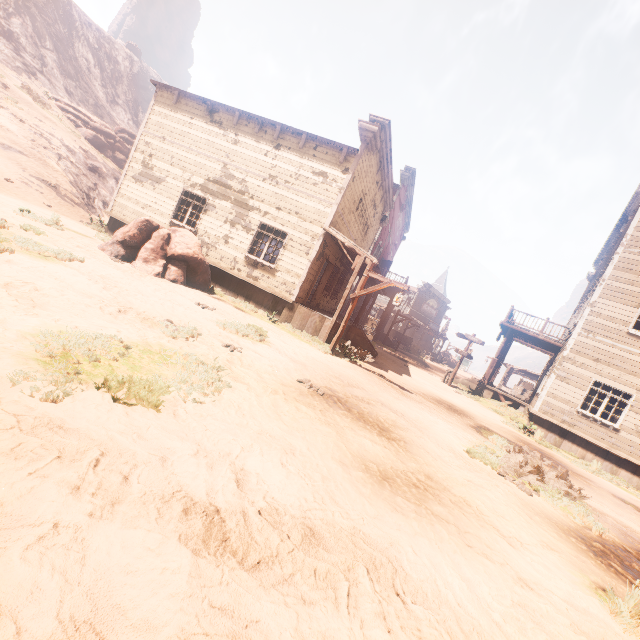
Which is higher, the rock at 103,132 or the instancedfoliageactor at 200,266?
the rock at 103,132

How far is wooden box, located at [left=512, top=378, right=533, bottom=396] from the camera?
38.38m

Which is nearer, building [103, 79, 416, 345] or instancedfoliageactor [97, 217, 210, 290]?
instancedfoliageactor [97, 217, 210, 290]

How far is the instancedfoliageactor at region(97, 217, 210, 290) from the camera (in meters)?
10.25

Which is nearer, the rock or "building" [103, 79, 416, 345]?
"building" [103, 79, 416, 345]

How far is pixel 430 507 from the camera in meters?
3.5 m

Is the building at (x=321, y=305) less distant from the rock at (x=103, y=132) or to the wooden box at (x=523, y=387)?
Result: the wooden box at (x=523, y=387)

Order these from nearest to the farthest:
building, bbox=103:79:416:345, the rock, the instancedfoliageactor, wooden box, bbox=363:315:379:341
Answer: the instancedfoliageactor
building, bbox=103:79:416:345
wooden box, bbox=363:315:379:341
the rock
